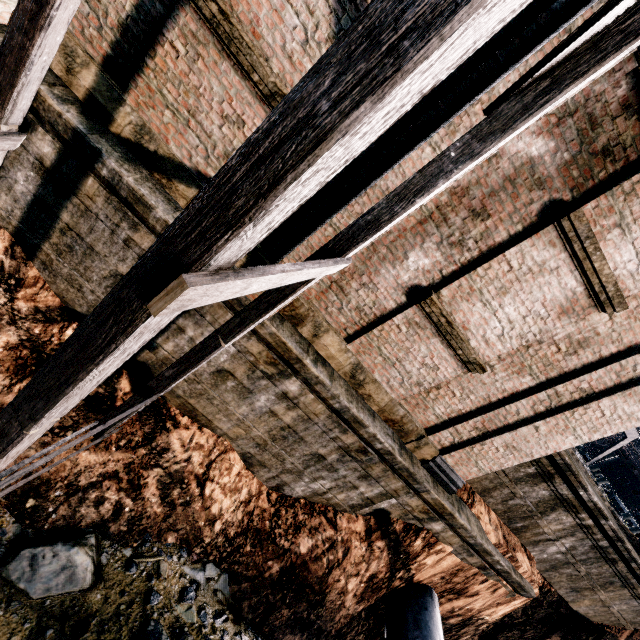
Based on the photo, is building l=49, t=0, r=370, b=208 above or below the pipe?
above

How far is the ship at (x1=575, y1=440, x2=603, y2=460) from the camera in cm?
4153

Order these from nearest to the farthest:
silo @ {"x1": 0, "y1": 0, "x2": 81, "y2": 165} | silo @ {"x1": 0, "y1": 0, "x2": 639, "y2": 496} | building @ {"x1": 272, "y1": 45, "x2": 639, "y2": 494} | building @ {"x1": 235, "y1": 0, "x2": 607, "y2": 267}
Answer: silo @ {"x1": 0, "y1": 0, "x2": 639, "y2": 496}, silo @ {"x1": 0, "y1": 0, "x2": 81, "y2": 165}, building @ {"x1": 235, "y1": 0, "x2": 607, "y2": 267}, building @ {"x1": 272, "y1": 45, "x2": 639, "y2": 494}

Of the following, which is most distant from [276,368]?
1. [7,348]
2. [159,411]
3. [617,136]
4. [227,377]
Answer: [617,136]

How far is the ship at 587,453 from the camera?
41.5 meters

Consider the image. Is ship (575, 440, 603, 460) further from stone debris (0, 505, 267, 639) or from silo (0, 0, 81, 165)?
silo (0, 0, 81, 165)

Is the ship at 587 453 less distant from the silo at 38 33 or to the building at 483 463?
the building at 483 463

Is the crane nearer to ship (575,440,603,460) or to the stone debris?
ship (575,440,603,460)
